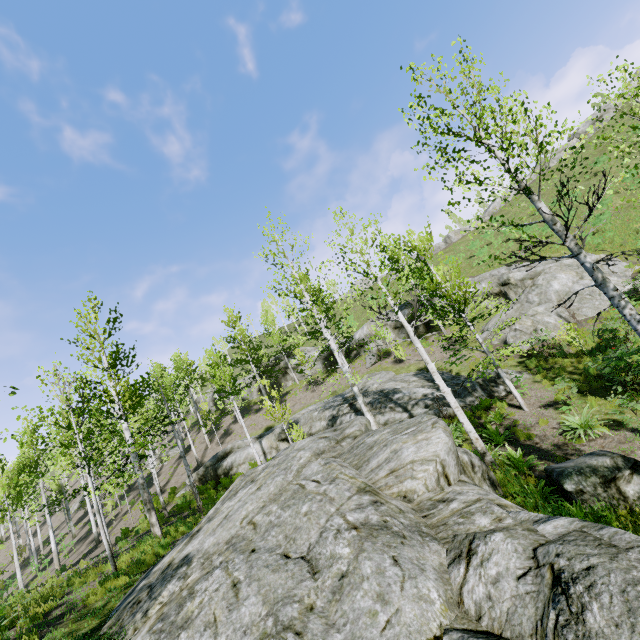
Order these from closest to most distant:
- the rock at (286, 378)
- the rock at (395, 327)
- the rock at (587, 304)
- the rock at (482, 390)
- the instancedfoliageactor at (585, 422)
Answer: the instancedfoliageactor at (585, 422) < the rock at (482, 390) < the rock at (587, 304) < the rock at (395, 327) < the rock at (286, 378)

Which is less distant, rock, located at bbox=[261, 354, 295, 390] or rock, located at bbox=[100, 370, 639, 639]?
rock, located at bbox=[100, 370, 639, 639]

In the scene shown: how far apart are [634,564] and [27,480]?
13.6 meters

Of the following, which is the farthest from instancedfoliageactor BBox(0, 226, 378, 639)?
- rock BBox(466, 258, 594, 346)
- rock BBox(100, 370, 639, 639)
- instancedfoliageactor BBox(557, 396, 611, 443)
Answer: rock BBox(466, 258, 594, 346)

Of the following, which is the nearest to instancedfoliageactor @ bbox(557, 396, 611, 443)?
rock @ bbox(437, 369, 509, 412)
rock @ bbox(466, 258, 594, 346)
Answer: rock @ bbox(437, 369, 509, 412)

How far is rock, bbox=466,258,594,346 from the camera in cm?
1792

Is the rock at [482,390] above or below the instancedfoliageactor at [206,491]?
below
